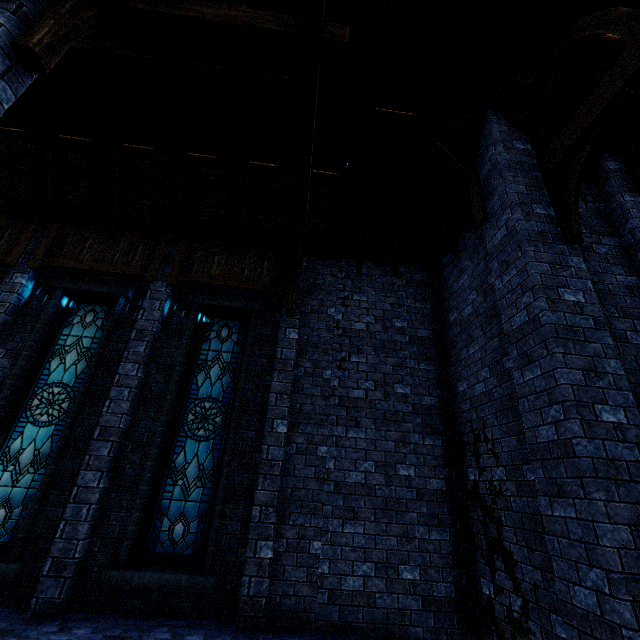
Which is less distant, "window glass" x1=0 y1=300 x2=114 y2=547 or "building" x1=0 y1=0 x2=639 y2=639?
"building" x1=0 y1=0 x2=639 y2=639

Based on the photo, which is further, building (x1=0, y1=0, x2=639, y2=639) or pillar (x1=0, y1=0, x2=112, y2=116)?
building (x1=0, y1=0, x2=639, y2=639)

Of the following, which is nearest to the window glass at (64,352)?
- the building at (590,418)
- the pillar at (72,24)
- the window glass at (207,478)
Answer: the building at (590,418)

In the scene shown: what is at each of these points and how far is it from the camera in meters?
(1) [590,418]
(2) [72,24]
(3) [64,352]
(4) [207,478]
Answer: (1) building, 3.4
(2) pillar, 3.4
(3) window glass, 6.8
(4) window glass, 6.0

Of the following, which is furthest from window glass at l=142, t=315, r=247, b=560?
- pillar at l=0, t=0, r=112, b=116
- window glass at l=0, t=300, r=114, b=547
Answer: pillar at l=0, t=0, r=112, b=116

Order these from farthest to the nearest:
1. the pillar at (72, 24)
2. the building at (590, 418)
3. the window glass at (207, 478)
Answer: the window glass at (207, 478)
the building at (590, 418)
the pillar at (72, 24)

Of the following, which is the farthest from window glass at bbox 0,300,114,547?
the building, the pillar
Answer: the pillar

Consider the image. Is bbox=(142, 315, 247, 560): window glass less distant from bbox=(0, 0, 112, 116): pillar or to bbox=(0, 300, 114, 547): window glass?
bbox=(0, 300, 114, 547): window glass
